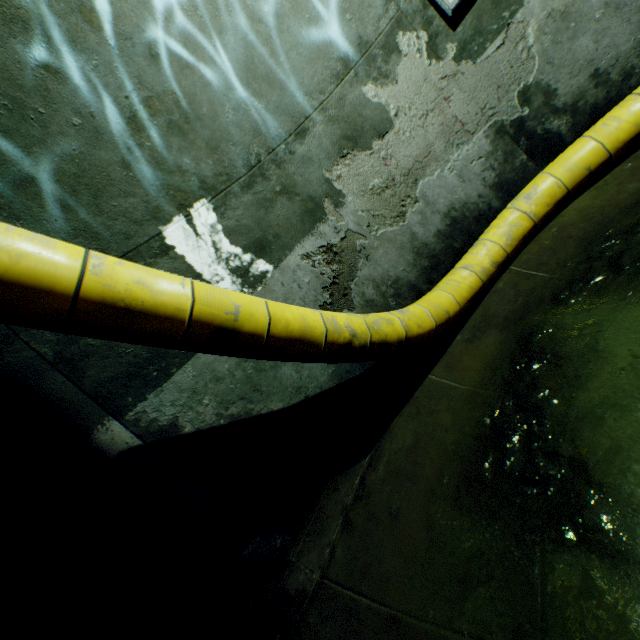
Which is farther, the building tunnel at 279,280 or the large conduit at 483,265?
the building tunnel at 279,280

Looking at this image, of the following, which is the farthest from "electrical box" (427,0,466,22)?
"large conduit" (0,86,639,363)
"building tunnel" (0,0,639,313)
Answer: "large conduit" (0,86,639,363)

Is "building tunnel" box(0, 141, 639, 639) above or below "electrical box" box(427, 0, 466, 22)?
below

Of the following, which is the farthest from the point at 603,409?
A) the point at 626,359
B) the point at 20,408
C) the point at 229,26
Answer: the point at 229,26

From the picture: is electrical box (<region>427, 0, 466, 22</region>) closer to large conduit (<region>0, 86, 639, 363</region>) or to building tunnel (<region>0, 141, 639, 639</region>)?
building tunnel (<region>0, 141, 639, 639</region>)

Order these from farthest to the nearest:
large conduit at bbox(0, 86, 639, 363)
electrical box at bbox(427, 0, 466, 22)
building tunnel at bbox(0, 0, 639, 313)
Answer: electrical box at bbox(427, 0, 466, 22) → building tunnel at bbox(0, 0, 639, 313) → large conduit at bbox(0, 86, 639, 363)

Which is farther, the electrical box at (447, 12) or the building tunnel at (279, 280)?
the electrical box at (447, 12)
